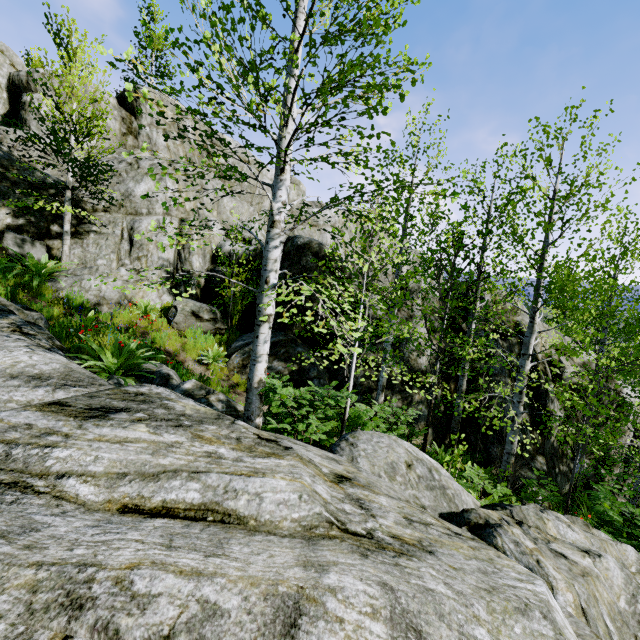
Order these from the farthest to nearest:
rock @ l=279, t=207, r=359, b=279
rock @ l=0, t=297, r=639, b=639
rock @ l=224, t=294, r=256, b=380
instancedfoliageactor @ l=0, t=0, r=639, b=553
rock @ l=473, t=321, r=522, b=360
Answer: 1. rock @ l=473, t=321, r=522, b=360
2. rock @ l=279, t=207, r=359, b=279
3. rock @ l=224, t=294, r=256, b=380
4. instancedfoliageactor @ l=0, t=0, r=639, b=553
5. rock @ l=0, t=297, r=639, b=639

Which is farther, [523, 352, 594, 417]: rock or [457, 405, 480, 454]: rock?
[523, 352, 594, 417]: rock

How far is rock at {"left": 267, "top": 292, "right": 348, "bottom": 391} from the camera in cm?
980

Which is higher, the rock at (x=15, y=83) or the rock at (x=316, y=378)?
the rock at (x=15, y=83)

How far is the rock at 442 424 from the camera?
10.3 meters

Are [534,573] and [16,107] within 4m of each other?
no
